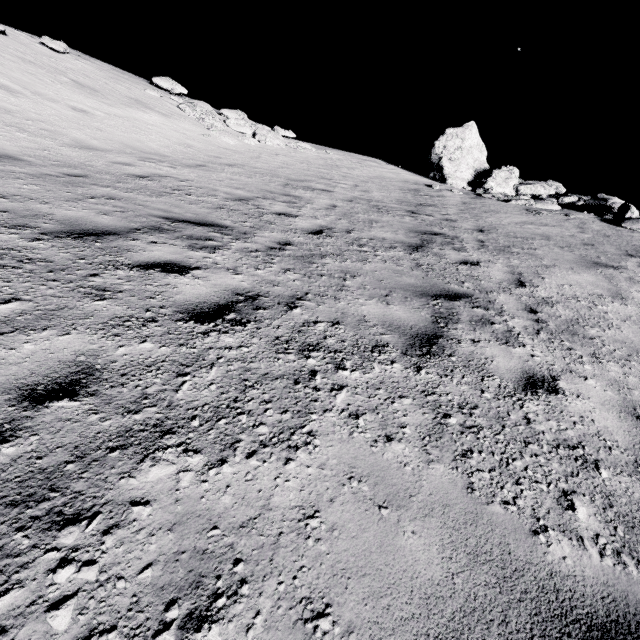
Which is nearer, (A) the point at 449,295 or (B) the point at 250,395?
(B) the point at 250,395

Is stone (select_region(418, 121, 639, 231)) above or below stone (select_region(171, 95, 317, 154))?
above

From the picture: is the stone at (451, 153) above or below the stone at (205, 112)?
above

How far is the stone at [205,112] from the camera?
14.0 meters

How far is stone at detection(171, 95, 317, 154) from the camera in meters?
14.0
